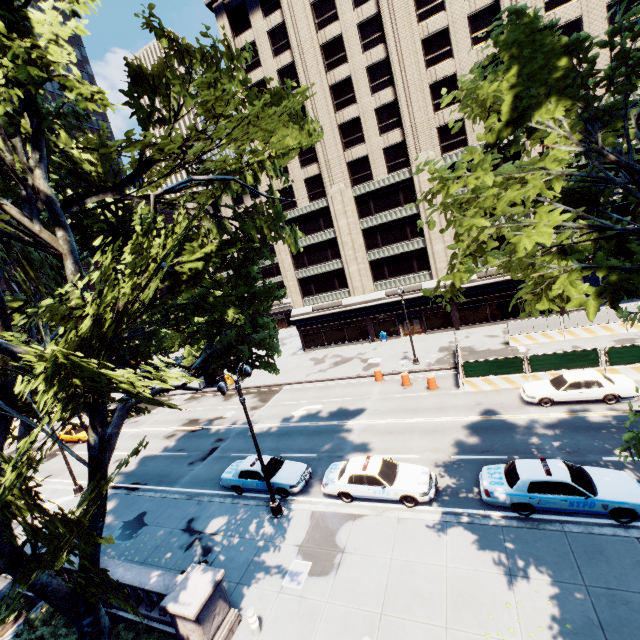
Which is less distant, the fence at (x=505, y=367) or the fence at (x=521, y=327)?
the fence at (x=505, y=367)

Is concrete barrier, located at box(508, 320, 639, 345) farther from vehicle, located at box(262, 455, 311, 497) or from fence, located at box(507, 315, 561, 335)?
vehicle, located at box(262, 455, 311, 497)

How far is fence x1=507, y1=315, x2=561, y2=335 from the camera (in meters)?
26.81

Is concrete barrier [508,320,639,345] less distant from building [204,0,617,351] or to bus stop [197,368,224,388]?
building [204,0,617,351]

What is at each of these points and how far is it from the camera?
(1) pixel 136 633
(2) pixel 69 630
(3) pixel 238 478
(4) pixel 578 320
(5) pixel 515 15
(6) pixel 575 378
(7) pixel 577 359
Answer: (1) bush, 11.17m
(2) bush, 11.81m
(3) vehicle, 17.62m
(4) fence, 26.19m
(5) tree, 7.31m
(6) vehicle, 18.05m
(7) fence, 19.98m

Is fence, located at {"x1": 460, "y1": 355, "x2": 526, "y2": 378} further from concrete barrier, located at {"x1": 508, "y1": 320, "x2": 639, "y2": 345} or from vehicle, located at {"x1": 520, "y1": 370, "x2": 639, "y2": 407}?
vehicle, located at {"x1": 520, "y1": 370, "x2": 639, "y2": 407}

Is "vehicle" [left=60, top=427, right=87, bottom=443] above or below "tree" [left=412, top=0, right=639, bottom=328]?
below

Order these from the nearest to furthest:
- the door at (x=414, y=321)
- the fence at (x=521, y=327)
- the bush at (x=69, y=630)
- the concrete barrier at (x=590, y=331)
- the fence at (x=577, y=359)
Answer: the bush at (x=69, y=630) < the fence at (x=577, y=359) < the concrete barrier at (x=590, y=331) < the fence at (x=521, y=327) < the door at (x=414, y=321)
